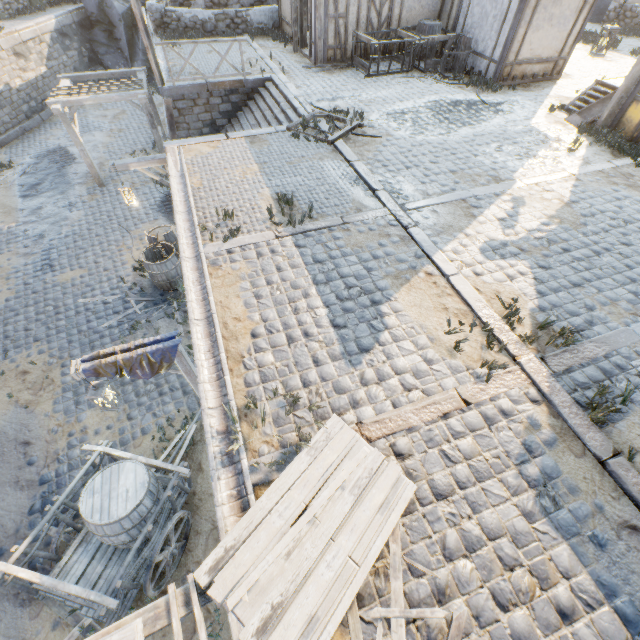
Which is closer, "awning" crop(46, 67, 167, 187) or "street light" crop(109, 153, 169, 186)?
"street light" crop(109, 153, 169, 186)

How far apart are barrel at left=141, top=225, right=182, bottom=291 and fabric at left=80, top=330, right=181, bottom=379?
4.3 meters

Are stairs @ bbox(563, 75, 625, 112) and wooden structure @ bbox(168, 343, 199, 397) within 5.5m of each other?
no

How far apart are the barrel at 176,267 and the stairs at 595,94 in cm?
1293

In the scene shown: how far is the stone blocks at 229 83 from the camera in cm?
859

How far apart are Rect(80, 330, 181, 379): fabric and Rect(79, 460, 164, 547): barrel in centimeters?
132cm

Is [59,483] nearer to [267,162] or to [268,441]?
[268,441]

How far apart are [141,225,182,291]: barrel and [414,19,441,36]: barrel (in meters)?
12.40
